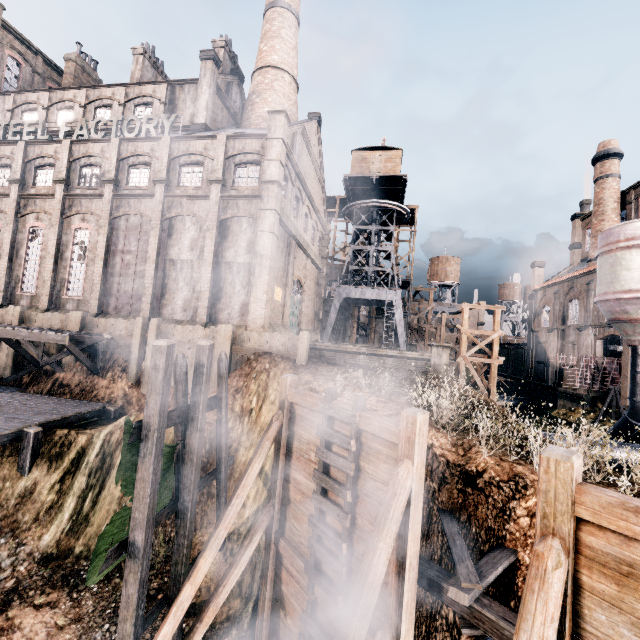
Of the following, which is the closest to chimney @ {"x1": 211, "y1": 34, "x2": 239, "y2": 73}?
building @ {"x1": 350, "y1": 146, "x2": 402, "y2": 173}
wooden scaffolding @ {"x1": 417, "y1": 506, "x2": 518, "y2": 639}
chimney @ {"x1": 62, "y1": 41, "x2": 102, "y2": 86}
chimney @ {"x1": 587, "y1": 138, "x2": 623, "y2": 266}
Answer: building @ {"x1": 350, "y1": 146, "x2": 402, "y2": 173}

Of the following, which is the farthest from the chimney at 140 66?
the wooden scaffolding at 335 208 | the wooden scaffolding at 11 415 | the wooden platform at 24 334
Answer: the wooden scaffolding at 11 415

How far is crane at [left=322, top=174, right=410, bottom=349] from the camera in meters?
34.9

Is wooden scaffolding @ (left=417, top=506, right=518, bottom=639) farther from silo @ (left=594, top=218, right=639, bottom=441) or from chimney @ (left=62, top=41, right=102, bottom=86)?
chimney @ (left=62, top=41, right=102, bottom=86)

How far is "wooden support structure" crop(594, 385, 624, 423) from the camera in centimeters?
2703cm

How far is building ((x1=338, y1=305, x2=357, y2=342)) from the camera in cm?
4647

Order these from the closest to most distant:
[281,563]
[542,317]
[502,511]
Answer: [502,511] < [281,563] < [542,317]

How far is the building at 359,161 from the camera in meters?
33.6 m
